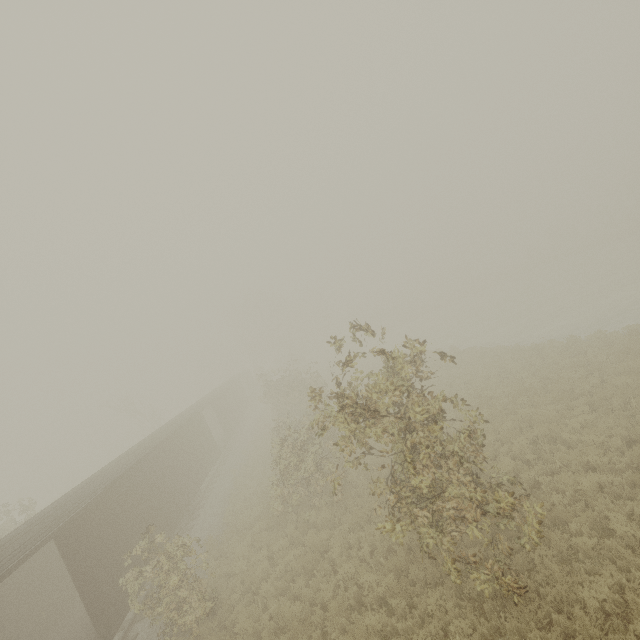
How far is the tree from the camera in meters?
7.5

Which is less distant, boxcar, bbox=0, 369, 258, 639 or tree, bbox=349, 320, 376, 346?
tree, bbox=349, 320, 376, 346

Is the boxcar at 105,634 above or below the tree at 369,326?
below

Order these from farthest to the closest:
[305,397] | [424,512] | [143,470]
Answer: [305,397], [143,470], [424,512]

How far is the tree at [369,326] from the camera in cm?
753

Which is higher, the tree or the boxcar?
the tree
